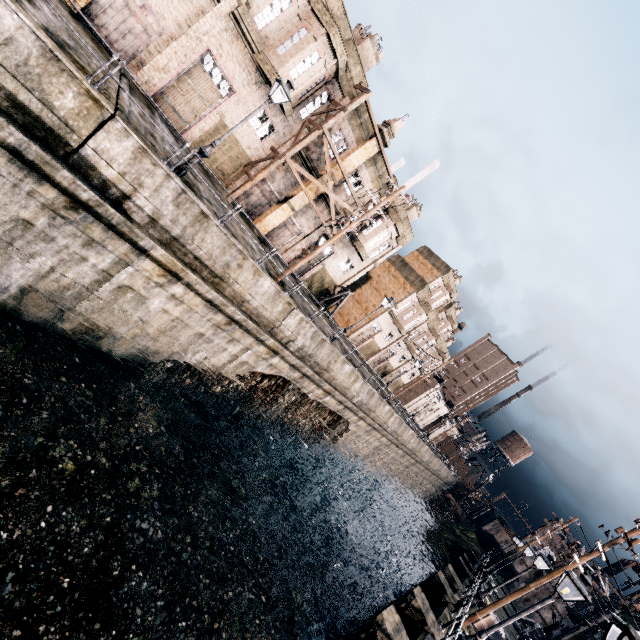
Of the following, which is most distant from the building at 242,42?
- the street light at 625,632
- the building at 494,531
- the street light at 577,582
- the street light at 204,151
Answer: the building at 494,531

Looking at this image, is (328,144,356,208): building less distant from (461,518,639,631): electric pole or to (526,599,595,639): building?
(461,518,639,631): electric pole

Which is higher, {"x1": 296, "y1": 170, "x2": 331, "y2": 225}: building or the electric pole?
{"x1": 296, "y1": 170, "x2": 331, "y2": 225}: building

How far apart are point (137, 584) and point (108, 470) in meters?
4.0 m

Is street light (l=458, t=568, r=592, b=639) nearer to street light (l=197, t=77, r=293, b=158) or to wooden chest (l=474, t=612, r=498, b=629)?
wooden chest (l=474, t=612, r=498, b=629)

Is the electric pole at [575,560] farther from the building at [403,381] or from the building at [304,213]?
the building at [403,381]

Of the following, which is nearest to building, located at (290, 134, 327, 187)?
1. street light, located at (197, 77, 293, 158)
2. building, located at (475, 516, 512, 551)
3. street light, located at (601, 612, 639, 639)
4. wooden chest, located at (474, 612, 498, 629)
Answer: street light, located at (197, 77, 293, 158)

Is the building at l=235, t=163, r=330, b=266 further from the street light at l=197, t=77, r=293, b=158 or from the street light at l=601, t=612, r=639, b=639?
the street light at l=601, t=612, r=639, b=639
